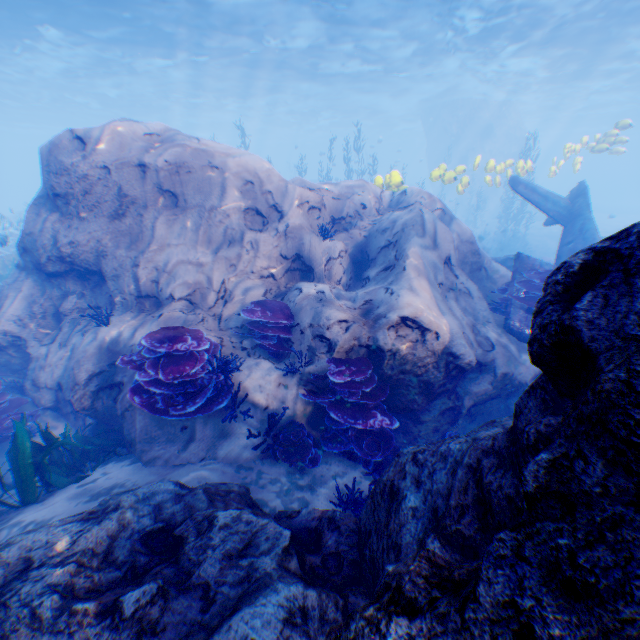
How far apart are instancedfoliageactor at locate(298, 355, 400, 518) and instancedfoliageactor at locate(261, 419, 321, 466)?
0.2 meters

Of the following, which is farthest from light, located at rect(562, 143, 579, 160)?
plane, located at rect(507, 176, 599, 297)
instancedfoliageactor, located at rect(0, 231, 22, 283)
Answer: instancedfoliageactor, located at rect(0, 231, 22, 283)

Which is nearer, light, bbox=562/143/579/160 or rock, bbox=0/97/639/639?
rock, bbox=0/97/639/639

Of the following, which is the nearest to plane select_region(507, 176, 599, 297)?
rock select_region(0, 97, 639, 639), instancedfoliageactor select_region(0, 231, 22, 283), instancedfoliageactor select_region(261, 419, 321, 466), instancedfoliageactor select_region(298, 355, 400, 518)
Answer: rock select_region(0, 97, 639, 639)

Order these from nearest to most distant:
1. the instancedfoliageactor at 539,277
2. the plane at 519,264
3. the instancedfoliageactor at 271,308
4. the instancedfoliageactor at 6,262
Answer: the instancedfoliageactor at 271,308
the instancedfoliageactor at 539,277
the plane at 519,264
the instancedfoliageactor at 6,262

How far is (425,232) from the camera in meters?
7.0 m

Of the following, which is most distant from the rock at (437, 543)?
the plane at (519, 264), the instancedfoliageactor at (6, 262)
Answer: the instancedfoliageactor at (6, 262)

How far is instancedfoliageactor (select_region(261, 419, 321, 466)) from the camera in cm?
445
